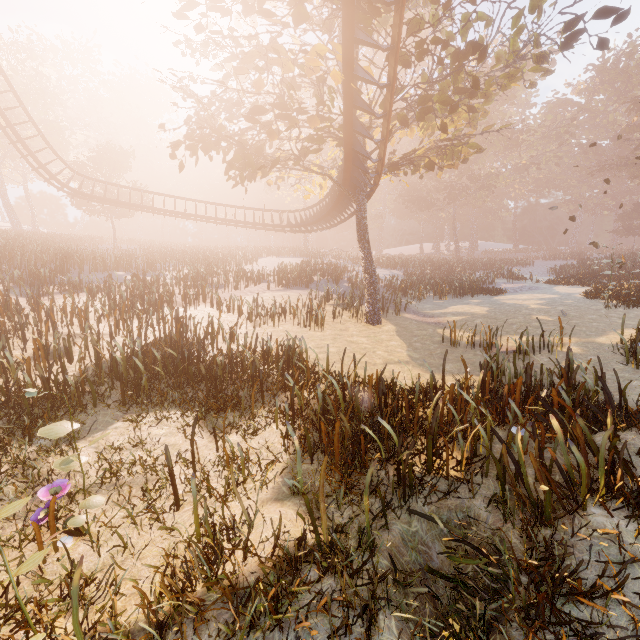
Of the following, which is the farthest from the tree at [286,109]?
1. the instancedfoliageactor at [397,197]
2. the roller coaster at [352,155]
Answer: the instancedfoliageactor at [397,197]

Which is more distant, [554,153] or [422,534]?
[554,153]

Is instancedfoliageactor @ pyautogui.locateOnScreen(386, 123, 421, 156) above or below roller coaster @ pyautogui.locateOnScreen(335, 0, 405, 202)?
above

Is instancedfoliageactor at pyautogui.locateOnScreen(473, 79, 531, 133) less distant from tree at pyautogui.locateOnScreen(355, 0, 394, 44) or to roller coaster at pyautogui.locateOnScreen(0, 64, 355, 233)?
tree at pyautogui.locateOnScreen(355, 0, 394, 44)

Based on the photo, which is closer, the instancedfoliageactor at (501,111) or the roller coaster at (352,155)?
the roller coaster at (352,155)

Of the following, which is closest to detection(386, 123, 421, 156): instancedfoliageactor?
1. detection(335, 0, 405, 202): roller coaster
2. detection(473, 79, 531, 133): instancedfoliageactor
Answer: detection(473, 79, 531, 133): instancedfoliageactor

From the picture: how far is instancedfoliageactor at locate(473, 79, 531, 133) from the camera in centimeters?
4763cm

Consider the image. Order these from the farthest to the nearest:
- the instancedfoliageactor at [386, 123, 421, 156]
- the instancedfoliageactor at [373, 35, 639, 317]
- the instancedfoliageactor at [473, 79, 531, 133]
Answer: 1. the instancedfoliageactor at [473, 79, 531, 133]
2. the instancedfoliageactor at [373, 35, 639, 317]
3. the instancedfoliageactor at [386, 123, 421, 156]
